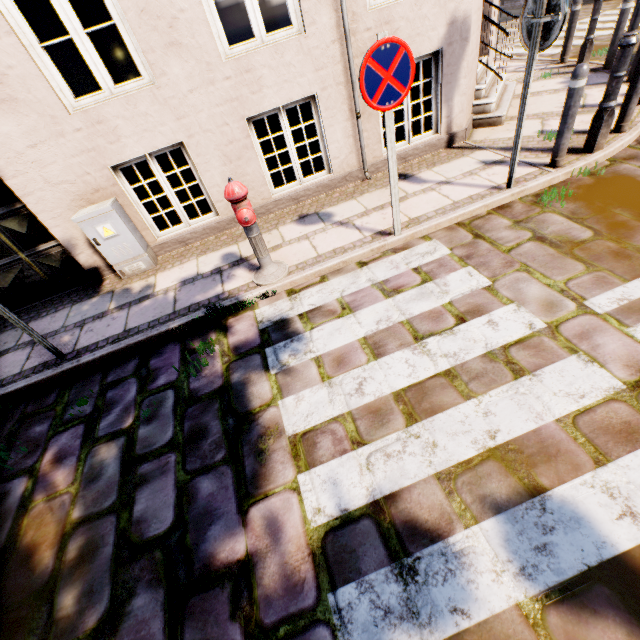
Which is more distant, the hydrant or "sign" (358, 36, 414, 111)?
the hydrant

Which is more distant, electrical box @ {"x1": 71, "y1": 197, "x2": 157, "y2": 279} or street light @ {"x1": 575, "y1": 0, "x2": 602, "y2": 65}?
street light @ {"x1": 575, "y1": 0, "x2": 602, "y2": 65}

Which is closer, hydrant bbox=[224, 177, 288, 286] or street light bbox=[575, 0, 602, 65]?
hydrant bbox=[224, 177, 288, 286]

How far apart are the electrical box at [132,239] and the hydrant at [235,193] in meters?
1.9 m

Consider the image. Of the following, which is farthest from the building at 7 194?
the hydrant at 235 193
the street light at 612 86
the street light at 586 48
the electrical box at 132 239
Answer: the street light at 586 48

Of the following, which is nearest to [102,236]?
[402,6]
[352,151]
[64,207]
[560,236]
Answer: [64,207]

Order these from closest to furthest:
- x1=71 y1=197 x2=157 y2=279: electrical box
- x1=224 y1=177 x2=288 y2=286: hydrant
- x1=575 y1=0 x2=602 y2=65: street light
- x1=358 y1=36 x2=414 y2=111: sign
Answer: x1=358 y1=36 x2=414 y2=111: sign < x1=224 y1=177 x2=288 y2=286: hydrant < x1=71 y1=197 x2=157 y2=279: electrical box < x1=575 y1=0 x2=602 y2=65: street light

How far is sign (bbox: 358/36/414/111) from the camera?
2.8m
